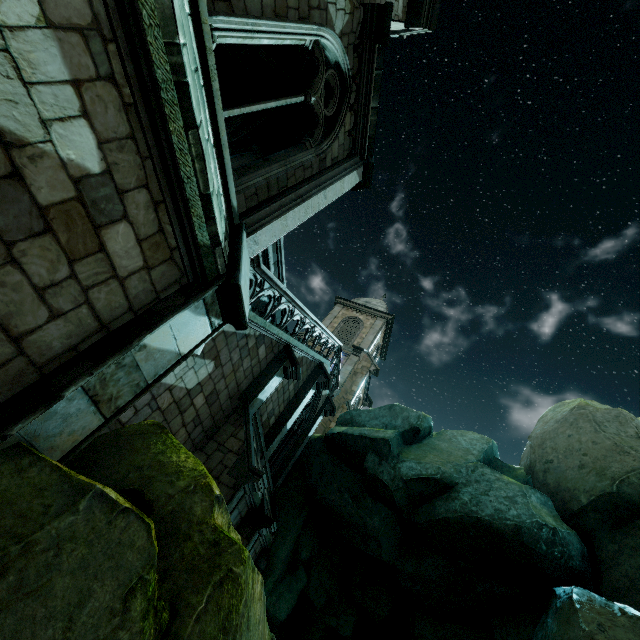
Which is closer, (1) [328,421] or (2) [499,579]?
(2) [499,579]
